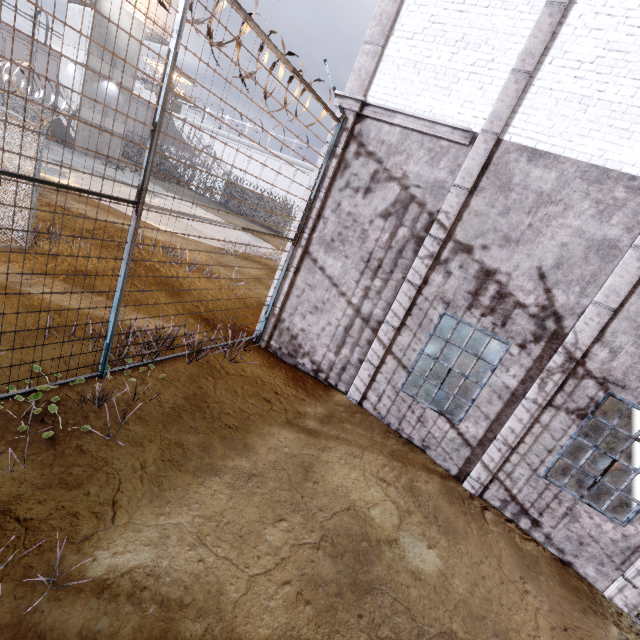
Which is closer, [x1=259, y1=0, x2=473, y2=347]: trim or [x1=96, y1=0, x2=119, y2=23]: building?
[x1=259, y1=0, x2=473, y2=347]: trim

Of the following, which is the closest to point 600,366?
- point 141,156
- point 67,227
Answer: point 67,227

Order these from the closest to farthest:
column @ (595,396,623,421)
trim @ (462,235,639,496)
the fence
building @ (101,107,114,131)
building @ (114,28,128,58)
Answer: the fence
trim @ (462,235,639,496)
column @ (595,396,623,421)
building @ (114,28,128,58)
building @ (101,107,114,131)

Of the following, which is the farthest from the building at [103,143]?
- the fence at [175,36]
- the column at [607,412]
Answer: the column at [607,412]

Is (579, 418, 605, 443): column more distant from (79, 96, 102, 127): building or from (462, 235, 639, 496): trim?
(79, 96, 102, 127): building

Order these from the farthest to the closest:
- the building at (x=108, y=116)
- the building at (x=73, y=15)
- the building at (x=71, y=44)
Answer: the building at (x=108, y=116) < the building at (x=71, y=44) < the building at (x=73, y=15)

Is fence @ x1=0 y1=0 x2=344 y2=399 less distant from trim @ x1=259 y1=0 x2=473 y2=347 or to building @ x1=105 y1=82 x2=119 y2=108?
trim @ x1=259 y1=0 x2=473 y2=347

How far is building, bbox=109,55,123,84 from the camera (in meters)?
27.70
